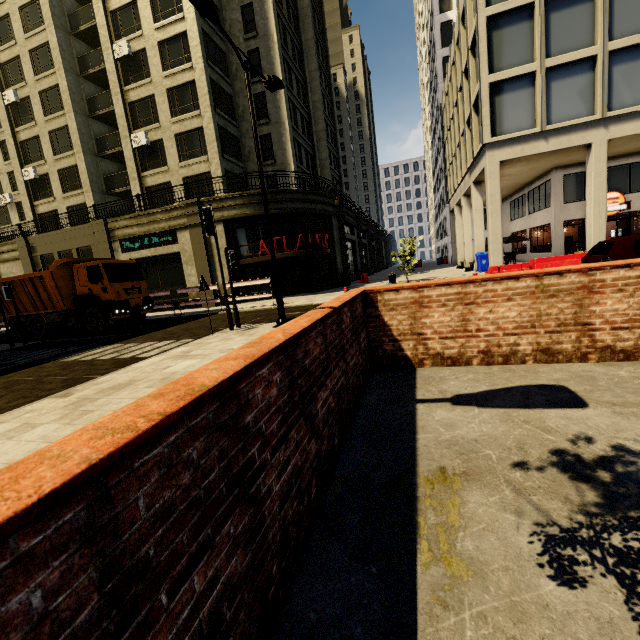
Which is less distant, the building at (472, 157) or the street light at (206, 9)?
the street light at (206, 9)

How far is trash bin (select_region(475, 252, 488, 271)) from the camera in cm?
2136

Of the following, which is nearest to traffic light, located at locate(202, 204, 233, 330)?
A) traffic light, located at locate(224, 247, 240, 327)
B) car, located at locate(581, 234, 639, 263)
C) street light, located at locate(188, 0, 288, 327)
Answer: traffic light, located at locate(224, 247, 240, 327)

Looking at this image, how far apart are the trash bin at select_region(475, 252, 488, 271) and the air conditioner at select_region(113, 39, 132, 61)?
28.09m

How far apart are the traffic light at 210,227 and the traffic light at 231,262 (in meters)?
0.29

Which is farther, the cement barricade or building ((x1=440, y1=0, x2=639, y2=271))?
building ((x1=440, y1=0, x2=639, y2=271))

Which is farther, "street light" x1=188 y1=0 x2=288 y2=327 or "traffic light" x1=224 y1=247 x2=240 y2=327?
"traffic light" x1=224 y1=247 x2=240 y2=327

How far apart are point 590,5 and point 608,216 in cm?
1918
